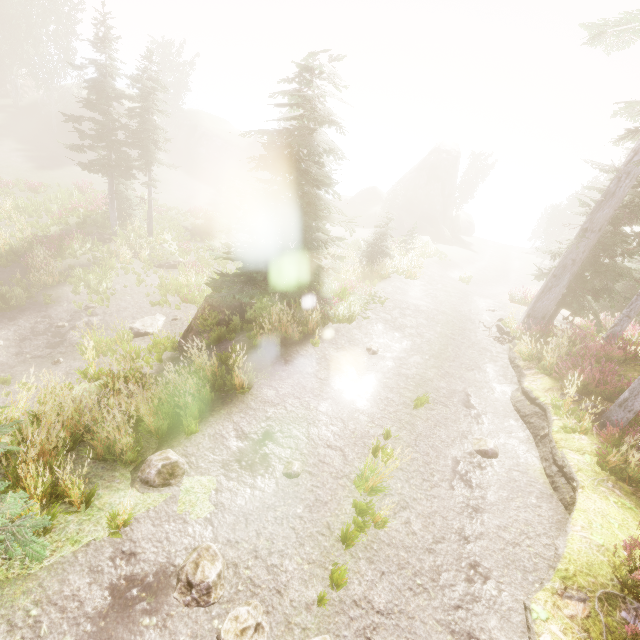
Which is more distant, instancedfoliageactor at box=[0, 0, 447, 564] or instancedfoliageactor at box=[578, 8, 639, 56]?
instancedfoliageactor at box=[578, 8, 639, 56]

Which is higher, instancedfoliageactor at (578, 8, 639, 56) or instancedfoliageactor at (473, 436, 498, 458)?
instancedfoliageactor at (578, 8, 639, 56)

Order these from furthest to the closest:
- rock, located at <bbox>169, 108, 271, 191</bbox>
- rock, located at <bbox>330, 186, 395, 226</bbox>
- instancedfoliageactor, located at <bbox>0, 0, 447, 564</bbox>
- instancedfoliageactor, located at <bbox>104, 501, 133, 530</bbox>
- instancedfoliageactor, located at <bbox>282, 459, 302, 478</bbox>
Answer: rock, located at <bbox>330, 186, 395, 226</bbox>, rock, located at <bbox>169, 108, 271, 191</bbox>, instancedfoliageactor, located at <bbox>282, 459, 302, 478</bbox>, instancedfoliageactor, located at <bbox>0, 0, 447, 564</bbox>, instancedfoliageactor, located at <bbox>104, 501, 133, 530</bbox>

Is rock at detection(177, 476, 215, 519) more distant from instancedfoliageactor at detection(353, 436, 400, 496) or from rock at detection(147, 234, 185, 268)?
rock at detection(147, 234, 185, 268)

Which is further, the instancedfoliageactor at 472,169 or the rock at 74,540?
the instancedfoliageactor at 472,169

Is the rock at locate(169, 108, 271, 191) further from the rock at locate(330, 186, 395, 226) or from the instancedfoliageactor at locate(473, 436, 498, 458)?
the rock at locate(330, 186, 395, 226)

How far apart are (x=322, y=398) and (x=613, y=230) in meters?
12.4 m

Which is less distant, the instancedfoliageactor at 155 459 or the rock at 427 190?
the instancedfoliageactor at 155 459
